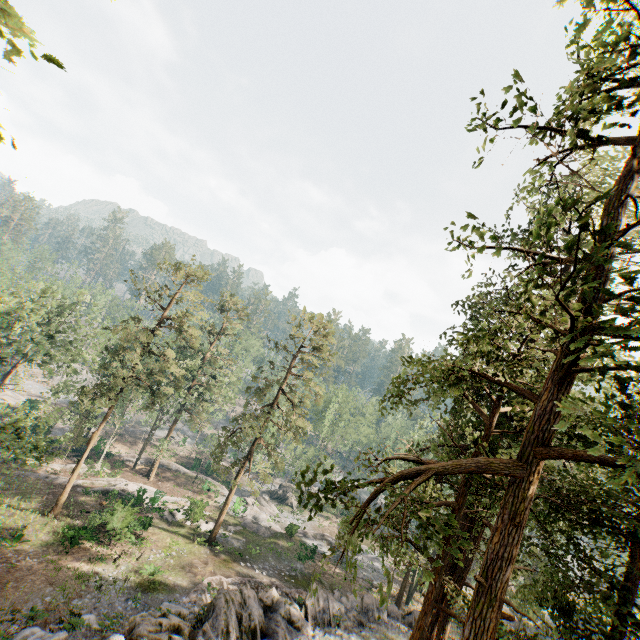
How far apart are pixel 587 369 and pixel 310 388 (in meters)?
26.10

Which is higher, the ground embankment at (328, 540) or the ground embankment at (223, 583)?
the ground embankment at (223, 583)

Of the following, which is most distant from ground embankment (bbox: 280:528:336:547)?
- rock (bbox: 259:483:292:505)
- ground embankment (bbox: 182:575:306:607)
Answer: ground embankment (bbox: 182:575:306:607)

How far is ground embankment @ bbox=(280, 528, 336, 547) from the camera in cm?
3591

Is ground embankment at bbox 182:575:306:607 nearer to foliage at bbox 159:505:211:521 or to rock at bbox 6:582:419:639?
rock at bbox 6:582:419:639

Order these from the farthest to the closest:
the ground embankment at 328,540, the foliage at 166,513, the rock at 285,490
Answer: the rock at 285,490 → the ground embankment at 328,540 → the foliage at 166,513

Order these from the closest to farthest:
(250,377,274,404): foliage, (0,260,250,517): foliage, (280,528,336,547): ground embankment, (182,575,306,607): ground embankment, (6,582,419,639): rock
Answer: (6,582,419,639): rock → (182,575,306,607): ground embankment → (0,260,250,517): foliage → (250,377,274,404): foliage → (280,528,336,547): ground embankment

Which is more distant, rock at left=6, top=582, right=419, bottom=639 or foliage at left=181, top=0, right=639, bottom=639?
rock at left=6, top=582, right=419, bottom=639
